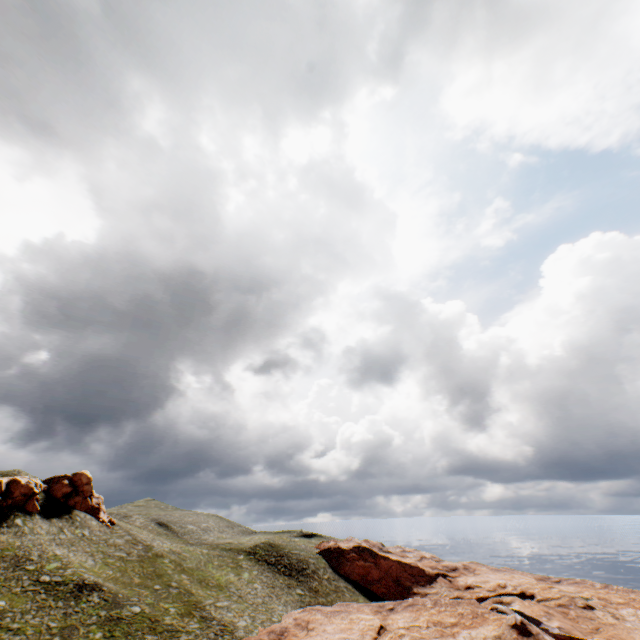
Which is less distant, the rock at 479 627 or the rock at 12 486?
the rock at 479 627

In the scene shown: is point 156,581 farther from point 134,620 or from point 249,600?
point 249,600

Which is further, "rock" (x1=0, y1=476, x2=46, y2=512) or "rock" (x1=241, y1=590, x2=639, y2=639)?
"rock" (x1=0, y1=476, x2=46, y2=512)

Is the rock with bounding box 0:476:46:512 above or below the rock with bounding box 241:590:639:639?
above

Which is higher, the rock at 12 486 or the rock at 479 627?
the rock at 12 486
